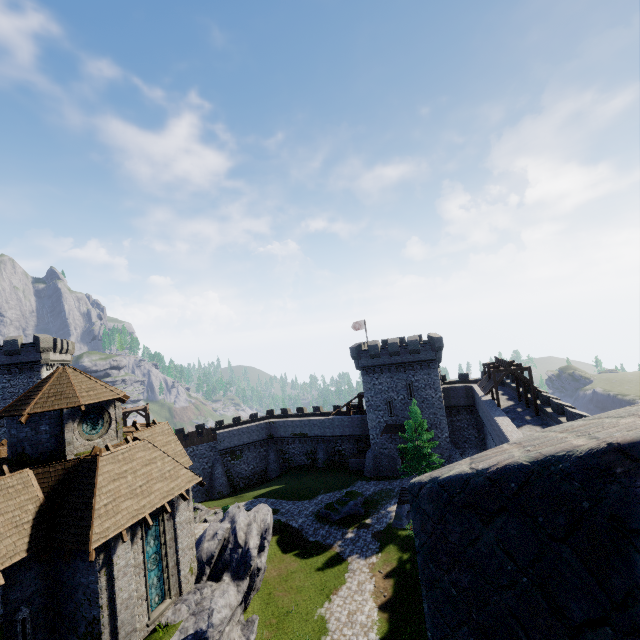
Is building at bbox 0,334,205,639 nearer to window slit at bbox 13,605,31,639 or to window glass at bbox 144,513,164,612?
window slit at bbox 13,605,31,639

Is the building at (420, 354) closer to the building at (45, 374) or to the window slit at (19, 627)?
the building at (45, 374)

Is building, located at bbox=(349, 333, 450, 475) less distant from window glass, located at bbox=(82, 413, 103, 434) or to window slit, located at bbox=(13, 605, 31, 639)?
window glass, located at bbox=(82, 413, 103, 434)

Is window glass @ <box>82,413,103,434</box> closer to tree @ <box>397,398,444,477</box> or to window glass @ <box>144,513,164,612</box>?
window glass @ <box>144,513,164,612</box>

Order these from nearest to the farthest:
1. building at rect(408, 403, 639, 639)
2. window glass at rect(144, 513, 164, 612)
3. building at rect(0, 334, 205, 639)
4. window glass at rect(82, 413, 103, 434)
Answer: building at rect(408, 403, 639, 639) → building at rect(0, 334, 205, 639) → window glass at rect(144, 513, 164, 612) → window glass at rect(82, 413, 103, 434)

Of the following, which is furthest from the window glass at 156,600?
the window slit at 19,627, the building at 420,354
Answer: the building at 420,354

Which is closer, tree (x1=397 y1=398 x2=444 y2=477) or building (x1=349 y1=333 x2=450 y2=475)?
tree (x1=397 y1=398 x2=444 y2=477)

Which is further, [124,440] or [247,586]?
[247,586]
